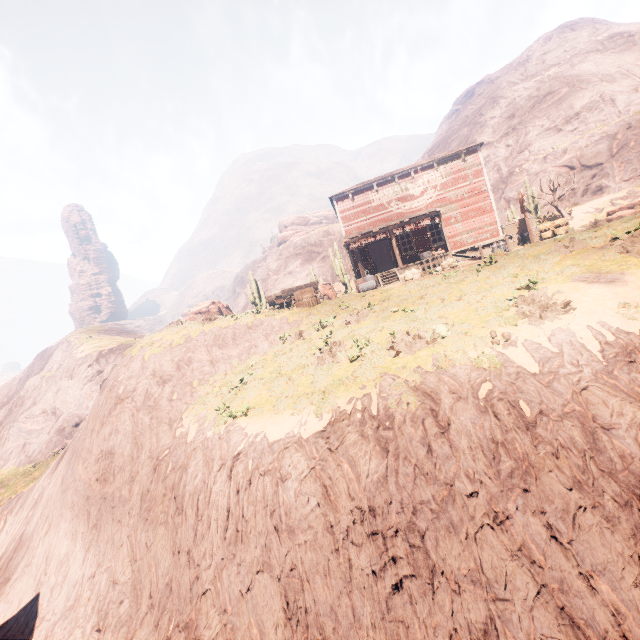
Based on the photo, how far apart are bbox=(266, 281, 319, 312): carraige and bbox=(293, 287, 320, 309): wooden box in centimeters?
4cm

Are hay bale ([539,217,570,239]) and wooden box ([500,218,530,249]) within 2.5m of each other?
yes

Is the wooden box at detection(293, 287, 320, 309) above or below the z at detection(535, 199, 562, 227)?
below

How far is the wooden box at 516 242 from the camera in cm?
2112

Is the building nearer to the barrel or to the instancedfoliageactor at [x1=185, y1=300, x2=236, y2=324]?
the instancedfoliageactor at [x1=185, y1=300, x2=236, y2=324]

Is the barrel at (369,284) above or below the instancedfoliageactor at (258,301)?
below

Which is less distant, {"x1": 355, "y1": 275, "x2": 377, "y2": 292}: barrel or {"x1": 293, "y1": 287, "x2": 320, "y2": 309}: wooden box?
{"x1": 293, "y1": 287, "x2": 320, "y2": 309}: wooden box

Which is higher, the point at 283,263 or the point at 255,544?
the point at 283,263
